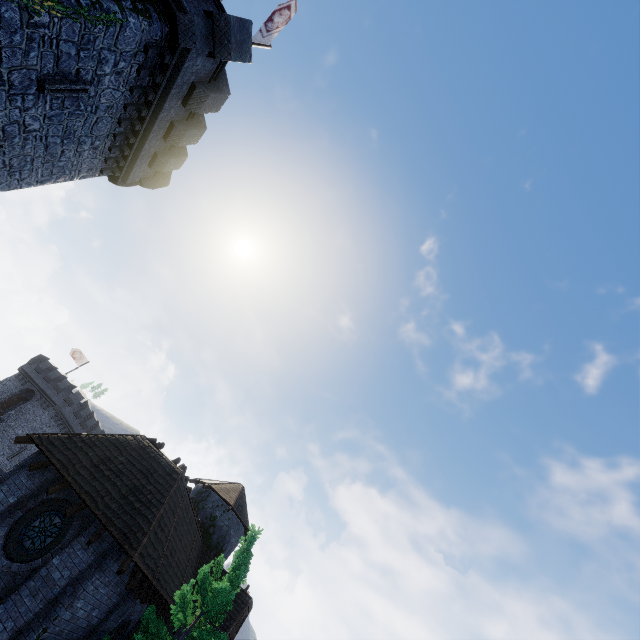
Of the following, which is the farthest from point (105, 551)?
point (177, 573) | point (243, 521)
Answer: point (243, 521)

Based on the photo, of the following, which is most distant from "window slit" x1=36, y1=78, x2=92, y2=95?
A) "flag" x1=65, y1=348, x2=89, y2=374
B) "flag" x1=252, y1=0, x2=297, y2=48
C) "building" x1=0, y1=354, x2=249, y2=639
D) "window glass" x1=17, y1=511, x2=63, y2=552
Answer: "flag" x1=65, y1=348, x2=89, y2=374

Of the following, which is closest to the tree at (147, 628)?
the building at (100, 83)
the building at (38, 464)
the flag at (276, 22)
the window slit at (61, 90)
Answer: the building at (38, 464)

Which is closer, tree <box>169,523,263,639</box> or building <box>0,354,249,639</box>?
building <box>0,354,249,639</box>

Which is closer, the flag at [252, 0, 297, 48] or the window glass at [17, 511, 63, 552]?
the window glass at [17, 511, 63, 552]

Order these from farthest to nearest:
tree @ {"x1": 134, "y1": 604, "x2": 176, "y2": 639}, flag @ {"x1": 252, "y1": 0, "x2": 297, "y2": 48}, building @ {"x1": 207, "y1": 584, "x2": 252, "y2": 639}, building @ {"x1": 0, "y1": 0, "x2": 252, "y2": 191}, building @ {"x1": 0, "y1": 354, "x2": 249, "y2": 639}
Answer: building @ {"x1": 207, "y1": 584, "x2": 252, "y2": 639} → flag @ {"x1": 252, "y1": 0, "x2": 297, "y2": 48} → tree @ {"x1": 134, "y1": 604, "x2": 176, "y2": 639} → building @ {"x1": 0, "y1": 354, "x2": 249, "y2": 639} → building @ {"x1": 0, "y1": 0, "x2": 252, "y2": 191}

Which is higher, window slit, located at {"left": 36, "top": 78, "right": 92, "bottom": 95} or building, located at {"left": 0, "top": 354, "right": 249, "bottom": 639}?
window slit, located at {"left": 36, "top": 78, "right": 92, "bottom": 95}

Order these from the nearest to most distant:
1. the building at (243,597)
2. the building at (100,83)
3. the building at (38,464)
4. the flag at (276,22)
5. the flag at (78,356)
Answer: the building at (100,83) < the building at (38,464) < the flag at (276,22) < the building at (243,597) < the flag at (78,356)
